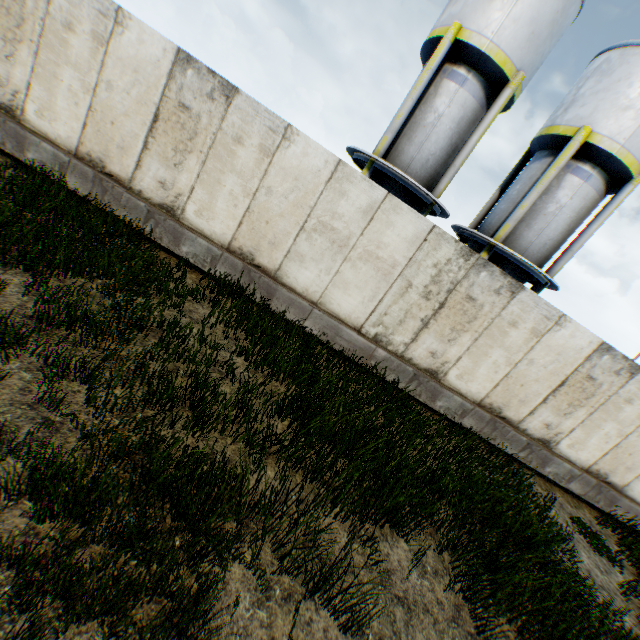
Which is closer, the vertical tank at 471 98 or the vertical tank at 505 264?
the vertical tank at 471 98

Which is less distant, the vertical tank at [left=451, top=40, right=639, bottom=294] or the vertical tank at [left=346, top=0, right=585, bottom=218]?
the vertical tank at [left=346, top=0, right=585, bottom=218]

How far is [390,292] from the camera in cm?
743
